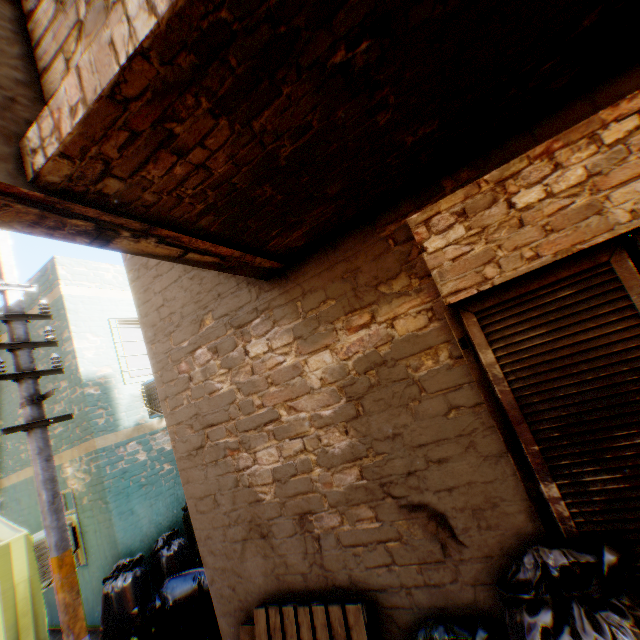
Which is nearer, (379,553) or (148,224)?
(148,224)

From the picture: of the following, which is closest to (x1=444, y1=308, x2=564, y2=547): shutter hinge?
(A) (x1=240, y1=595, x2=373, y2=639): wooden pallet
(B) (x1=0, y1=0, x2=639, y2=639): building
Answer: (B) (x1=0, y1=0, x2=639, y2=639): building

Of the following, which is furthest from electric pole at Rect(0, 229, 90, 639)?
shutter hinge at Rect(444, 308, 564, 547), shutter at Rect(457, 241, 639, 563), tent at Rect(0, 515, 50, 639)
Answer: shutter at Rect(457, 241, 639, 563)

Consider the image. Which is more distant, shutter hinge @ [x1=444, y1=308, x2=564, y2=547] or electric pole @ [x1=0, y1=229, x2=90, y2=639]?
electric pole @ [x1=0, y1=229, x2=90, y2=639]

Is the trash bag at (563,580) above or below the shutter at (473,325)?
below

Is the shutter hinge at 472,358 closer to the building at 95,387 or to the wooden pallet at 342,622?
the building at 95,387

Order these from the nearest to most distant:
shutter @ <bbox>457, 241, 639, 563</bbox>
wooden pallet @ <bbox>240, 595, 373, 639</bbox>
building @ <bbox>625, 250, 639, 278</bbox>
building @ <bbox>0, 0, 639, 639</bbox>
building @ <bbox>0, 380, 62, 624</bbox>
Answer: building @ <bbox>0, 0, 639, 639</bbox> < shutter @ <bbox>457, 241, 639, 563</bbox> < wooden pallet @ <bbox>240, 595, 373, 639</bbox> < building @ <bbox>0, 380, 62, 624</bbox> < building @ <bbox>625, 250, 639, 278</bbox>

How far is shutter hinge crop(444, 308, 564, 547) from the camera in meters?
1.9
